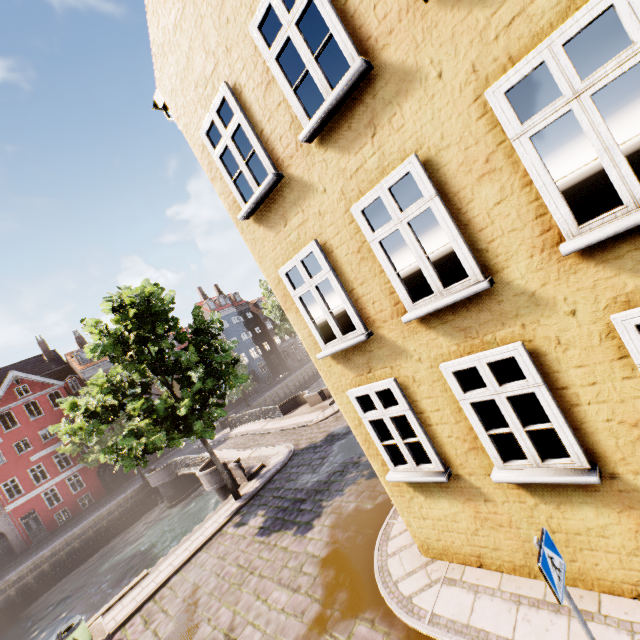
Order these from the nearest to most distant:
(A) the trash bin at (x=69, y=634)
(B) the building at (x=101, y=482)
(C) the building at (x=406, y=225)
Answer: (C) the building at (x=406, y=225), (A) the trash bin at (x=69, y=634), (B) the building at (x=101, y=482)

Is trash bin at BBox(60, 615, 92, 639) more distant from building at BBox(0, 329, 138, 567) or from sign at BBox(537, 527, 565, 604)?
building at BBox(0, 329, 138, 567)

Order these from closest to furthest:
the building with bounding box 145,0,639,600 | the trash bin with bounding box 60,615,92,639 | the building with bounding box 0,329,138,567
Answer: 1. the building with bounding box 145,0,639,600
2. the trash bin with bounding box 60,615,92,639
3. the building with bounding box 0,329,138,567

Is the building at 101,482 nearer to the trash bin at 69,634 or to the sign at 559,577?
the trash bin at 69,634

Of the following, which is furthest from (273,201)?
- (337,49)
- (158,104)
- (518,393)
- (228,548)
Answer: (228,548)

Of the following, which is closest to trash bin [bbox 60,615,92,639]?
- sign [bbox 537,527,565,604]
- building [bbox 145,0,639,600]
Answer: building [bbox 145,0,639,600]

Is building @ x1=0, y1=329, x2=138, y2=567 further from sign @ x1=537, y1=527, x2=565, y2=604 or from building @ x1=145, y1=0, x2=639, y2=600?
sign @ x1=537, y1=527, x2=565, y2=604

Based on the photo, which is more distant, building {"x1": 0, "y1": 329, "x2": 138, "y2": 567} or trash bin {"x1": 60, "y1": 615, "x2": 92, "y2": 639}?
building {"x1": 0, "y1": 329, "x2": 138, "y2": 567}
